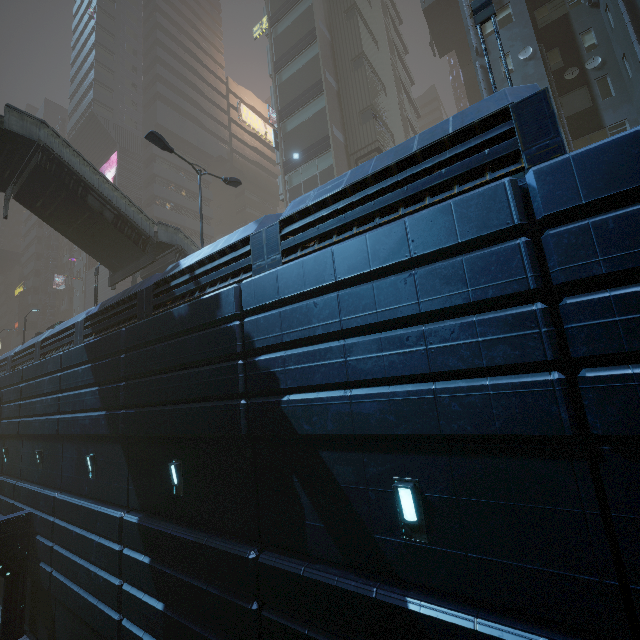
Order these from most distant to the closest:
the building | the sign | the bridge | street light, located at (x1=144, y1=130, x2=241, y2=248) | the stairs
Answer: the bridge → the sign → the stairs → street light, located at (x1=144, y1=130, x2=241, y2=248) → the building

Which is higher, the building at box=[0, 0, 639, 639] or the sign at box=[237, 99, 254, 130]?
the sign at box=[237, 99, 254, 130]

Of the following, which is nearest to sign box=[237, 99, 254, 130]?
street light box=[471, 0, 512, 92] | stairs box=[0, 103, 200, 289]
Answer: stairs box=[0, 103, 200, 289]

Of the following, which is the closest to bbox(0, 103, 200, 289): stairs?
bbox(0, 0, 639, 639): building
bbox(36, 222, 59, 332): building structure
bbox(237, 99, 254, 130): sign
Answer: bbox(0, 0, 639, 639): building

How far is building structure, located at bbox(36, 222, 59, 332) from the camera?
50.2m

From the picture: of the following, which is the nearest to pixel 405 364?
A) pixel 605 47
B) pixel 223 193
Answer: pixel 605 47

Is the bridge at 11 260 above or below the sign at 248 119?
below

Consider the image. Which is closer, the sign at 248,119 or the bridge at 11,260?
the sign at 248,119
